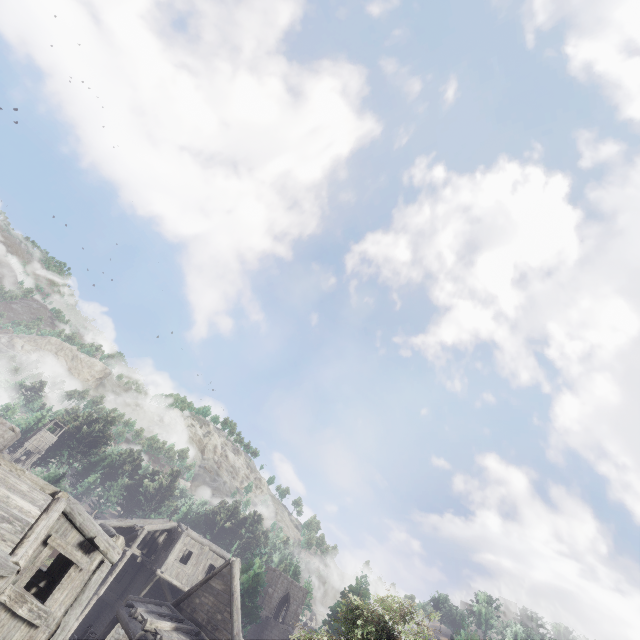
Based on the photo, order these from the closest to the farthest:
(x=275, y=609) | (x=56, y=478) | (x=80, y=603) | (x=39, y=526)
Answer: (x=39, y=526), (x=80, y=603), (x=275, y=609), (x=56, y=478)
